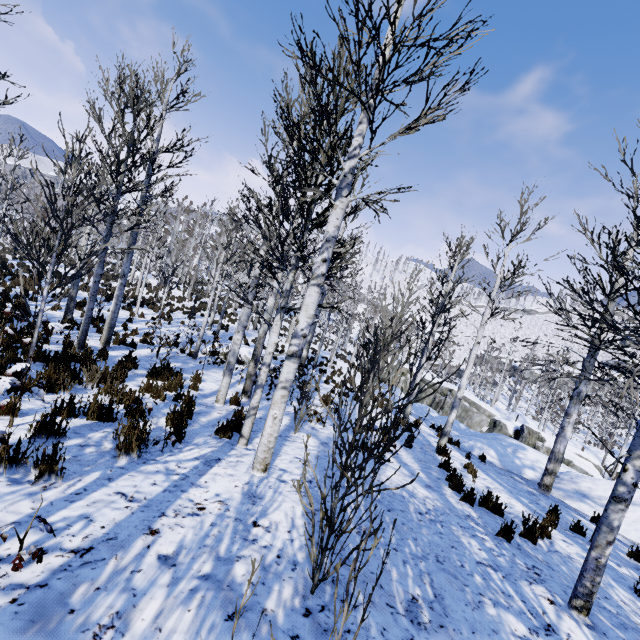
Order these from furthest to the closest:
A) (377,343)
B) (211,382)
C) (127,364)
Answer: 1. (211,382)
2. (127,364)
3. (377,343)

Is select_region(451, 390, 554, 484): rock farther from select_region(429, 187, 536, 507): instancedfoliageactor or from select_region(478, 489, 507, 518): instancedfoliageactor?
select_region(429, 187, 536, 507): instancedfoliageactor

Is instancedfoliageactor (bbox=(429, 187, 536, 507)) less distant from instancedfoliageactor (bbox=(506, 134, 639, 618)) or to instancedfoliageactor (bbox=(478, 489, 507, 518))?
instancedfoliageactor (bbox=(478, 489, 507, 518))

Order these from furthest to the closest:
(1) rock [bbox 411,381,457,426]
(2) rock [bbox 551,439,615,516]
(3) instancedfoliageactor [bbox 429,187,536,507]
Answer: (1) rock [bbox 411,381,457,426] → (2) rock [bbox 551,439,615,516] → (3) instancedfoliageactor [bbox 429,187,536,507]

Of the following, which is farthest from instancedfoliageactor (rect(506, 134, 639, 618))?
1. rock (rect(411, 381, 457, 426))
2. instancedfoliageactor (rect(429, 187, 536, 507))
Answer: instancedfoliageactor (rect(429, 187, 536, 507))

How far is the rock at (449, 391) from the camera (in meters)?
18.31

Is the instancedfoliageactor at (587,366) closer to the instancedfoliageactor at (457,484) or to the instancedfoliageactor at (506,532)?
the instancedfoliageactor at (506,532)

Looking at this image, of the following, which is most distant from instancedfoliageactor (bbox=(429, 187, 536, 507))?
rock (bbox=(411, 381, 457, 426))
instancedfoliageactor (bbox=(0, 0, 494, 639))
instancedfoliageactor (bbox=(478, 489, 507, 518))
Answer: instancedfoliageactor (bbox=(0, 0, 494, 639))
